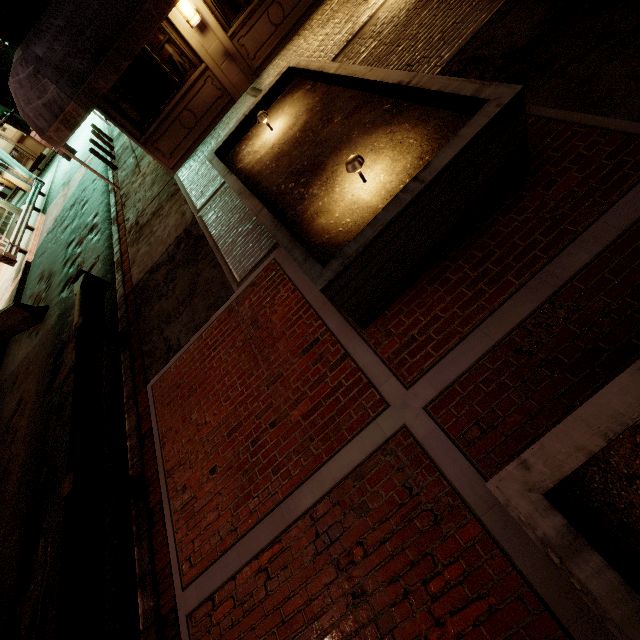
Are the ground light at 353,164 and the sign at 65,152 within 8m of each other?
no

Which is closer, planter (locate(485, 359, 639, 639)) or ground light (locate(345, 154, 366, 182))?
planter (locate(485, 359, 639, 639))

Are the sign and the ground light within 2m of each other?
no

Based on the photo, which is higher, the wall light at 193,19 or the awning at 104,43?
the awning at 104,43

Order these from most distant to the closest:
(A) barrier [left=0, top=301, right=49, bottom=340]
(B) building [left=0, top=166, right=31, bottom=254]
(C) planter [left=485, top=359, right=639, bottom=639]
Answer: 1. (B) building [left=0, top=166, right=31, bottom=254]
2. (A) barrier [left=0, top=301, right=49, bottom=340]
3. (C) planter [left=485, top=359, right=639, bottom=639]

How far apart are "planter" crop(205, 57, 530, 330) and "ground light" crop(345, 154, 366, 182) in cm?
26

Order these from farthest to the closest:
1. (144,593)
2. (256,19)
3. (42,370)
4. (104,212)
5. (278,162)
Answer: (104,212) → (42,370) → (256,19) → (278,162) → (144,593)

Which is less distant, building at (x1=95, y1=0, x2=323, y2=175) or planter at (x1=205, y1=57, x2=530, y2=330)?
planter at (x1=205, y1=57, x2=530, y2=330)
